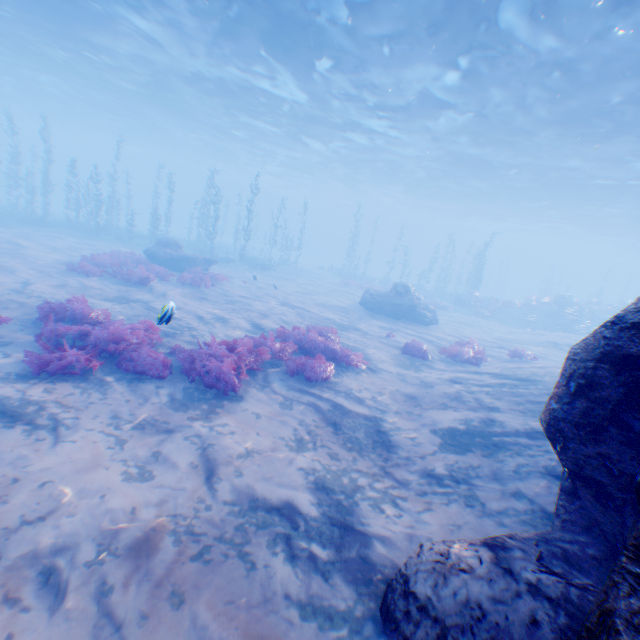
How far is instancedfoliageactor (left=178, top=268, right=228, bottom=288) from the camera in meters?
16.3 m

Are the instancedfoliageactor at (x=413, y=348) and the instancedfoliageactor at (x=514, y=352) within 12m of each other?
yes

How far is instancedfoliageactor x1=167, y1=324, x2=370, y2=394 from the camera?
7.2m

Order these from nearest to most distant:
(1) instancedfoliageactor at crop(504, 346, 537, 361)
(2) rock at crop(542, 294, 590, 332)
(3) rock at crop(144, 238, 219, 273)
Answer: (1) instancedfoliageactor at crop(504, 346, 537, 361) → (3) rock at crop(144, 238, 219, 273) → (2) rock at crop(542, 294, 590, 332)

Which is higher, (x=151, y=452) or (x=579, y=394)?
(x=579, y=394)

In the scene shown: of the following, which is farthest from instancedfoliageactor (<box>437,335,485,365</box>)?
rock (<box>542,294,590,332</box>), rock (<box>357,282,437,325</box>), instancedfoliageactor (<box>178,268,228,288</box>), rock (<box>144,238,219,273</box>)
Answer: rock (<box>542,294,590,332</box>)

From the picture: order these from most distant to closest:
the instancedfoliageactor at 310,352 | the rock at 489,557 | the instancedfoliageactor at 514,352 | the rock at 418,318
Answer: the rock at 418,318
the instancedfoliageactor at 514,352
the instancedfoliageactor at 310,352
the rock at 489,557

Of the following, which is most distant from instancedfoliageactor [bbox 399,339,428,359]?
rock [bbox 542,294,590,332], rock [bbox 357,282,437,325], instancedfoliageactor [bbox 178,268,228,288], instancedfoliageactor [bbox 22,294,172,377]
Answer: rock [bbox 542,294,590,332]
